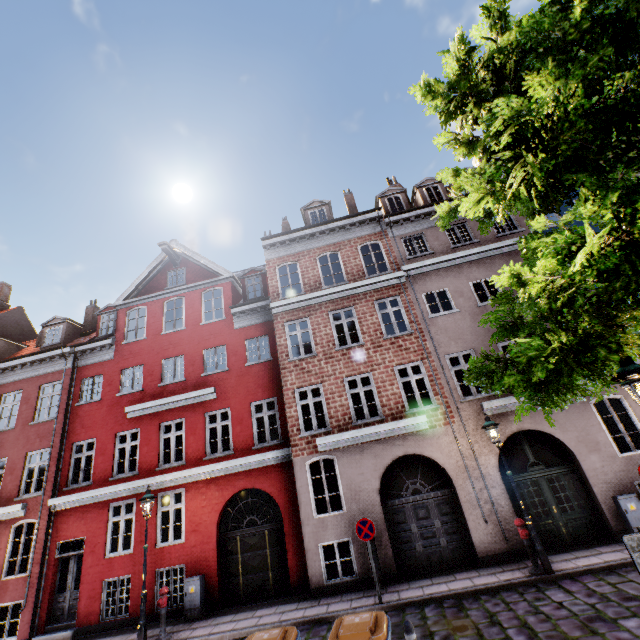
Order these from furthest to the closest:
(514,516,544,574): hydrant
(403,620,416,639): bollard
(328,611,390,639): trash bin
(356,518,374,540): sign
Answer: (356,518,374,540): sign, (514,516,544,574): hydrant, (403,620,416,639): bollard, (328,611,390,639): trash bin

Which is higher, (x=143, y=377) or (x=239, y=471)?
(x=143, y=377)

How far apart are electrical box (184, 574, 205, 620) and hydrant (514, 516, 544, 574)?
9.79m

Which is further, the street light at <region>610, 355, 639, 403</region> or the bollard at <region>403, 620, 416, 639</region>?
the bollard at <region>403, 620, 416, 639</region>

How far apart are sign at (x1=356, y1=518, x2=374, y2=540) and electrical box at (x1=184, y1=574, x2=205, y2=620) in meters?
5.7

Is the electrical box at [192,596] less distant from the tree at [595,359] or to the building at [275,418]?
the building at [275,418]

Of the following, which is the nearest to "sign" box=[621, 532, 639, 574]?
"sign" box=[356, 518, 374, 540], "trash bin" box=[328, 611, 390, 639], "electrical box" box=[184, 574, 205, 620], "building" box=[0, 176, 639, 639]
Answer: "trash bin" box=[328, 611, 390, 639]

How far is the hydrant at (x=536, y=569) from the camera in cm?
826
